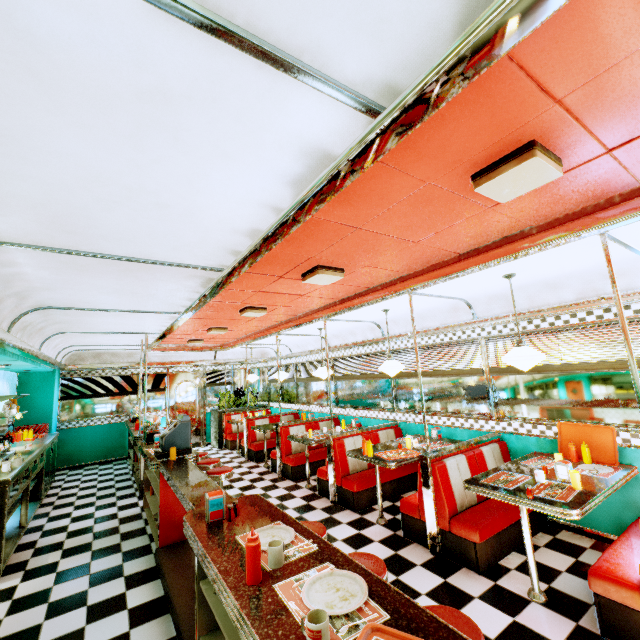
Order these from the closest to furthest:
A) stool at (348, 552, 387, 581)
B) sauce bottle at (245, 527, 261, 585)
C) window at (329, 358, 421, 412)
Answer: sauce bottle at (245, 527, 261, 585) → stool at (348, 552, 387, 581) → window at (329, 358, 421, 412)

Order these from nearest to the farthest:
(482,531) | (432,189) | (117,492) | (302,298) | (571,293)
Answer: (432,189), (482,531), (571,293), (302,298), (117,492)

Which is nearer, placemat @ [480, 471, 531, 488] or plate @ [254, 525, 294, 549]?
plate @ [254, 525, 294, 549]

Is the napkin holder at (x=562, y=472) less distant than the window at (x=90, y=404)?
Yes

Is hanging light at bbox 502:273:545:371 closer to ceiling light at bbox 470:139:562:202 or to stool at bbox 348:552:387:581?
ceiling light at bbox 470:139:562:202

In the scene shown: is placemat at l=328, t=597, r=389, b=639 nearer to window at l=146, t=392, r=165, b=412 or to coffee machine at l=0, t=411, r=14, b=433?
coffee machine at l=0, t=411, r=14, b=433

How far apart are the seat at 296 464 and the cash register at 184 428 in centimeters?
252cm

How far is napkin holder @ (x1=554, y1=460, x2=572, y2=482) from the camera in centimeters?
316cm
